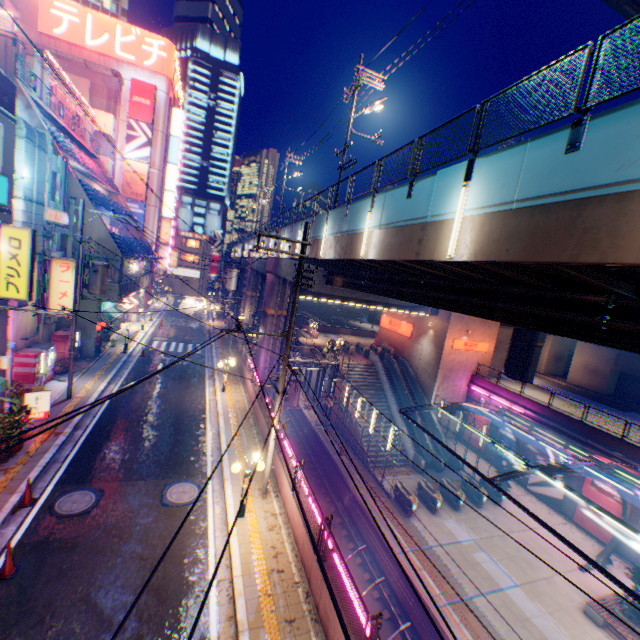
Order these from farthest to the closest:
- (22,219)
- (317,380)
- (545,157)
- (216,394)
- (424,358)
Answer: (317,380) → (424,358) → (216,394) → (22,219) → (545,157)

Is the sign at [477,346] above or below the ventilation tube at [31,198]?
below

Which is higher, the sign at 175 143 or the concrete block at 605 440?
the sign at 175 143

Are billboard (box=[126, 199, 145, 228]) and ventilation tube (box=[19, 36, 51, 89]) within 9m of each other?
no

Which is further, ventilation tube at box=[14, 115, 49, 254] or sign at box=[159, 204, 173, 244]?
sign at box=[159, 204, 173, 244]

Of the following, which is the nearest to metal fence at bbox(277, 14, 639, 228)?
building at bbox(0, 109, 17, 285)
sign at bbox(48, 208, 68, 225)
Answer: building at bbox(0, 109, 17, 285)

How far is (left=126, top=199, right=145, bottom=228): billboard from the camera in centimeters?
3924cm

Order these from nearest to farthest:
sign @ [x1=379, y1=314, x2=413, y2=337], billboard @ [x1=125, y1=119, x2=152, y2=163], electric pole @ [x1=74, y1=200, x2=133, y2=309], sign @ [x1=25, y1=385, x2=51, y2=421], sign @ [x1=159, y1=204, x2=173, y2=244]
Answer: sign @ [x1=25, y1=385, x2=51, y2=421] → electric pole @ [x1=74, y1=200, x2=133, y2=309] → sign @ [x1=379, y1=314, x2=413, y2=337] → billboard @ [x1=125, y1=119, x2=152, y2=163] → sign @ [x1=159, y1=204, x2=173, y2=244]
